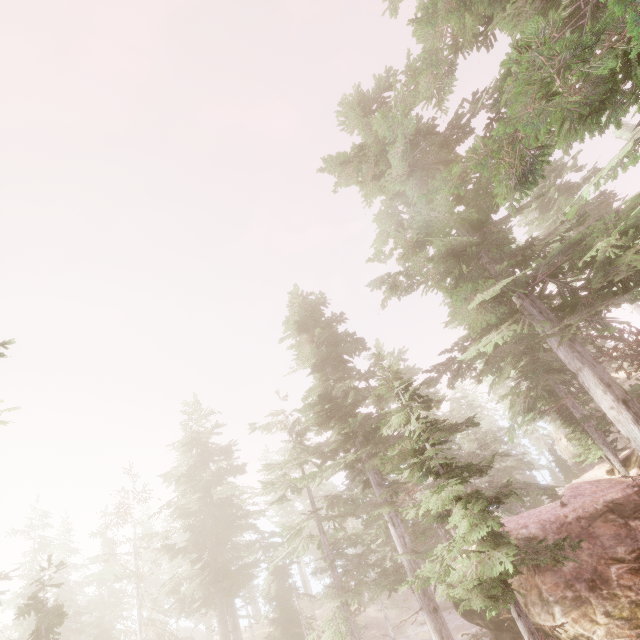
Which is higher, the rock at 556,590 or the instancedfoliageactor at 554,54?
the instancedfoliageactor at 554,54

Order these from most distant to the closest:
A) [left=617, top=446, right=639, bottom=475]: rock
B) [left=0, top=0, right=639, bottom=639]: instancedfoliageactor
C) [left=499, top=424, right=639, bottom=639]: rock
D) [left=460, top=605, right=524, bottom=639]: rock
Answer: [left=617, top=446, right=639, bottom=475]: rock
[left=460, top=605, right=524, bottom=639]: rock
[left=499, top=424, right=639, bottom=639]: rock
[left=0, top=0, right=639, bottom=639]: instancedfoliageactor

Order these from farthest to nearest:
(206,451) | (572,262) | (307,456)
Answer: (206,451)
(307,456)
(572,262)

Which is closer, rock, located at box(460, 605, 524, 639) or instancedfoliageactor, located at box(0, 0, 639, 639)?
instancedfoliageactor, located at box(0, 0, 639, 639)

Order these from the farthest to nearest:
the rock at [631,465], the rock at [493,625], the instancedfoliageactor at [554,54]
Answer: the rock at [631,465], the rock at [493,625], the instancedfoliageactor at [554,54]

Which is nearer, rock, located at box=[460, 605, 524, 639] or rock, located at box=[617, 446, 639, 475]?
rock, located at box=[460, 605, 524, 639]
